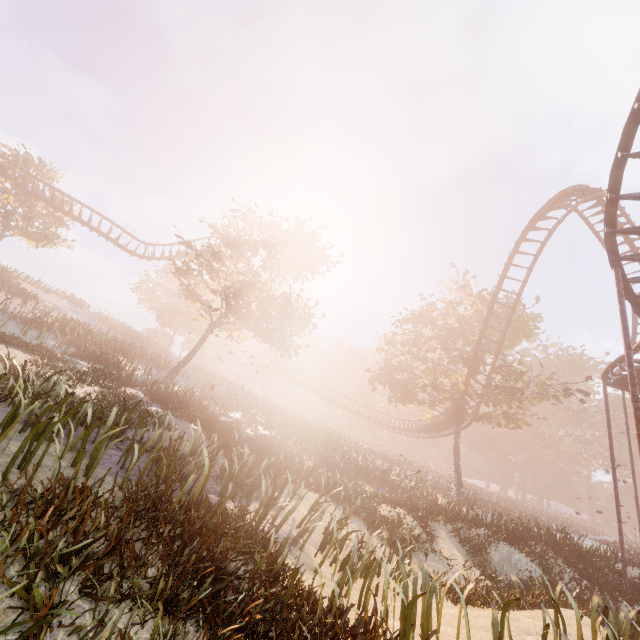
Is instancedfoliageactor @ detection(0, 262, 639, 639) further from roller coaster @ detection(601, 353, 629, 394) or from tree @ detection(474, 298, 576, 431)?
tree @ detection(474, 298, 576, 431)

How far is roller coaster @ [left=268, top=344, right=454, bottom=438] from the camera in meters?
34.1 m

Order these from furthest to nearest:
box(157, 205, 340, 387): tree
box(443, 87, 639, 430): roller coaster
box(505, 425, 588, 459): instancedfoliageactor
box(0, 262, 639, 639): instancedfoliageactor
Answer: box(505, 425, 588, 459): instancedfoliageactor → box(157, 205, 340, 387): tree → box(443, 87, 639, 430): roller coaster → box(0, 262, 639, 639): instancedfoliageactor

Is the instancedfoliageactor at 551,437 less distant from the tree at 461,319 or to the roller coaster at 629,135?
the tree at 461,319

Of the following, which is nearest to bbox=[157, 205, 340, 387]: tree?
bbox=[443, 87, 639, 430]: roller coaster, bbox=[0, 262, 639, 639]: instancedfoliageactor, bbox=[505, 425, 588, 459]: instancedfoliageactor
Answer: bbox=[443, 87, 639, 430]: roller coaster

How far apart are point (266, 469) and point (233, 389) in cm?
2428

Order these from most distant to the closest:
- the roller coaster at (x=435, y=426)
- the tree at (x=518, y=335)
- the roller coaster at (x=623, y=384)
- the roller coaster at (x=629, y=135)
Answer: the roller coaster at (x=435, y=426), the tree at (x=518, y=335), the roller coaster at (x=623, y=384), the roller coaster at (x=629, y=135)
